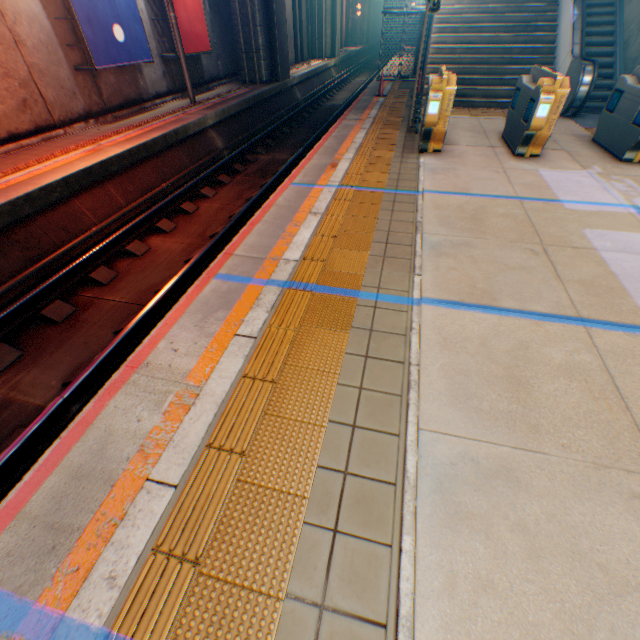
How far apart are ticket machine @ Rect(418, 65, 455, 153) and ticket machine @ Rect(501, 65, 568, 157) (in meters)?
1.43

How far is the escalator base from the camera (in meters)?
8.68

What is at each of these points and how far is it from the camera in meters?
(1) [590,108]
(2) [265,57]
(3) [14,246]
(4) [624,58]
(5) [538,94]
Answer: (1) steps, 10.3 m
(2) overpass support, 15.2 m
(3) railway, 5.8 m
(4) escalator, 10.0 m
(5) ticket machine, 6.0 m

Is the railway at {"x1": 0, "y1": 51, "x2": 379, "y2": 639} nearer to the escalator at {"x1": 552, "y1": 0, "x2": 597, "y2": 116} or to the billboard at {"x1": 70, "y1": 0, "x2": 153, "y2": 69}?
the billboard at {"x1": 70, "y1": 0, "x2": 153, "y2": 69}

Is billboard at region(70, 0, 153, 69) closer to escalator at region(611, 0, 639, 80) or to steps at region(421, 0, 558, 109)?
steps at region(421, 0, 558, 109)

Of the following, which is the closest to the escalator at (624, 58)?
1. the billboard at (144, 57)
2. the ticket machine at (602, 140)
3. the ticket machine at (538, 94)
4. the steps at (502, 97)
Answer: the steps at (502, 97)

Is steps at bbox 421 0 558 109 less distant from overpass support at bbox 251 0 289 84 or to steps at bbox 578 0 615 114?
steps at bbox 578 0 615 114

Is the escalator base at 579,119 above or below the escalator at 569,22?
below
